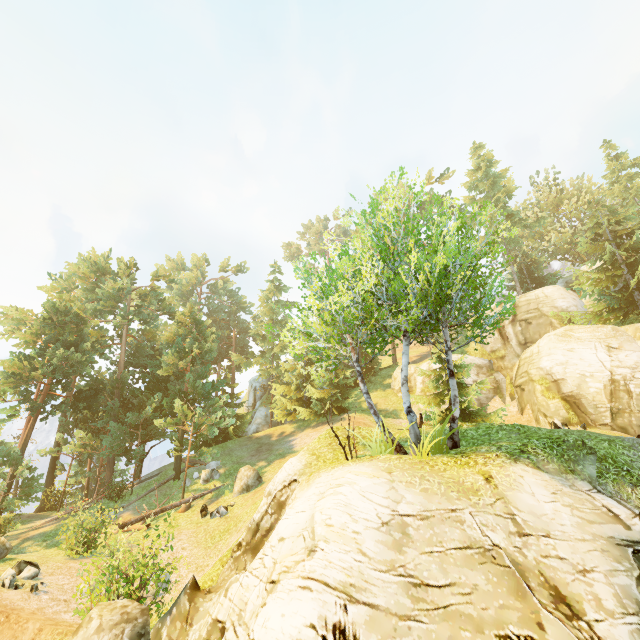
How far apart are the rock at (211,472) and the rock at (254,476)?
3.29m

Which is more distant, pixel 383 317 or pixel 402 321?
pixel 402 321

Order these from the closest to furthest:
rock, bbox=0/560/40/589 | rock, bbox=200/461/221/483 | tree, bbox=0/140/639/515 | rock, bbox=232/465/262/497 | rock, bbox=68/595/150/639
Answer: rock, bbox=68/595/150/639
tree, bbox=0/140/639/515
rock, bbox=0/560/40/589
rock, bbox=232/465/262/497
rock, bbox=200/461/221/483

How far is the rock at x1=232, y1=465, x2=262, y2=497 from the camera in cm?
1925

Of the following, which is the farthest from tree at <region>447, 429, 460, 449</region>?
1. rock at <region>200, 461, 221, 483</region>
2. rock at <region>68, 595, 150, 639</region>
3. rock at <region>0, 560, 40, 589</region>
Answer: rock at <region>0, 560, 40, 589</region>

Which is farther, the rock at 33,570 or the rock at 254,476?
the rock at 254,476

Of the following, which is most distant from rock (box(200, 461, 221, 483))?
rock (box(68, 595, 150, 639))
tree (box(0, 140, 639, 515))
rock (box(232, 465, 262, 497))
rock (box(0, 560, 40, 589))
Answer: rock (box(68, 595, 150, 639))
